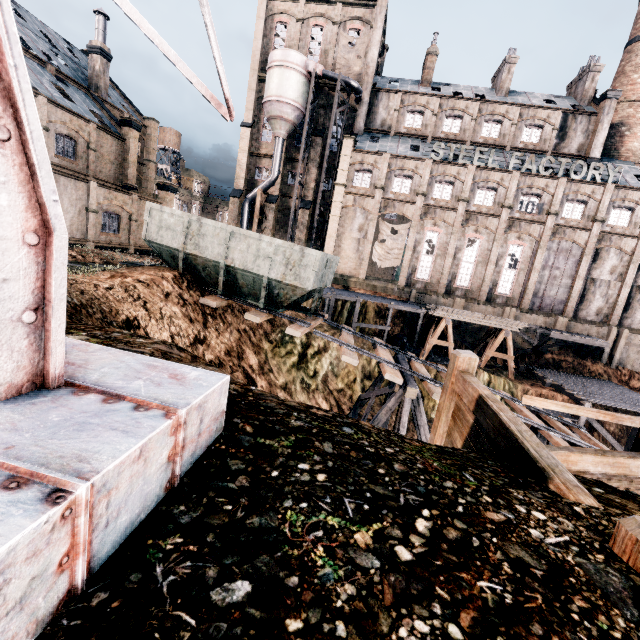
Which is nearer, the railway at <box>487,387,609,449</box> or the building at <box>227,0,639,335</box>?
the railway at <box>487,387,609,449</box>

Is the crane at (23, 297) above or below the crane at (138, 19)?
below

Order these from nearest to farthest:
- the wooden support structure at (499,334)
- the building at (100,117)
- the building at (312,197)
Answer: the building at (100,117) < the wooden support structure at (499,334) < the building at (312,197)

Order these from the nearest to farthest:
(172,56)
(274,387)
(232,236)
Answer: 1. (172,56)
2. (232,236)
3. (274,387)

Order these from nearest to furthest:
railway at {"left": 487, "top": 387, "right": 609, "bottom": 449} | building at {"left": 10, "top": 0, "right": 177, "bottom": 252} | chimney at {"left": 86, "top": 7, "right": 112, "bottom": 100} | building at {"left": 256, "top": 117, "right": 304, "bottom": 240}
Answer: railway at {"left": 487, "top": 387, "right": 609, "bottom": 449}, building at {"left": 10, "top": 0, "right": 177, "bottom": 252}, chimney at {"left": 86, "top": 7, "right": 112, "bottom": 100}, building at {"left": 256, "top": 117, "right": 304, "bottom": 240}

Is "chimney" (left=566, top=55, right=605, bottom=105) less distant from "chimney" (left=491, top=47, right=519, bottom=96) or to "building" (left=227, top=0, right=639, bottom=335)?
"building" (left=227, top=0, right=639, bottom=335)

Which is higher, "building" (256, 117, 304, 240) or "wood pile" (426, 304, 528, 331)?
"building" (256, 117, 304, 240)

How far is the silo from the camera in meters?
34.8 m
